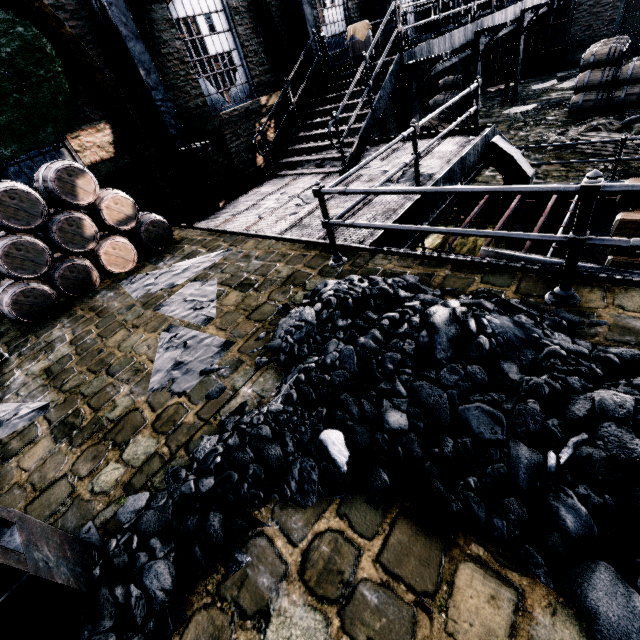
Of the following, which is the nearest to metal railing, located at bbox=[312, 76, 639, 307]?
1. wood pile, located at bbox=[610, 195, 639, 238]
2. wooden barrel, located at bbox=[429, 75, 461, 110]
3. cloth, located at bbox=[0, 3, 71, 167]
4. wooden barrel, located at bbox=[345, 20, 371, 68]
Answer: wood pile, located at bbox=[610, 195, 639, 238]

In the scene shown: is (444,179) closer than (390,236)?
No

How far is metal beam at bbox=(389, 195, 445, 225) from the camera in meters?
5.7 m

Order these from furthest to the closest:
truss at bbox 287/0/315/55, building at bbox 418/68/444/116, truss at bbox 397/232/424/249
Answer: building at bbox 418/68/444/116 → truss at bbox 287/0/315/55 → truss at bbox 397/232/424/249

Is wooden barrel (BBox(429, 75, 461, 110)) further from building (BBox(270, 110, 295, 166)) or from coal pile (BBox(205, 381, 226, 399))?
coal pile (BBox(205, 381, 226, 399))

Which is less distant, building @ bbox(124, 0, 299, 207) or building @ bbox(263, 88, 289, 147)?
building @ bbox(124, 0, 299, 207)

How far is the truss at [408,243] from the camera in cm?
619

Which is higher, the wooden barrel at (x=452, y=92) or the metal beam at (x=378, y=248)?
the metal beam at (x=378, y=248)
